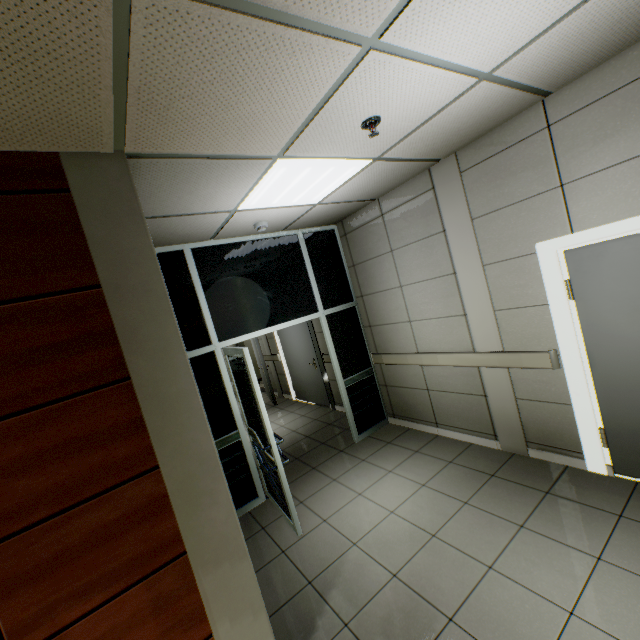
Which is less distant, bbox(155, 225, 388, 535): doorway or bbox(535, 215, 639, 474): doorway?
bbox(535, 215, 639, 474): doorway

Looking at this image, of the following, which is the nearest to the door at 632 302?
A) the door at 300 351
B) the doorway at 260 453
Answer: the doorway at 260 453

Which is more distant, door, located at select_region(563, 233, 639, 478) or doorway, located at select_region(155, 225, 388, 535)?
doorway, located at select_region(155, 225, 388, 535)

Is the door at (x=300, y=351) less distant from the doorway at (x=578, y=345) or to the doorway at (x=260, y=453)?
the doorway at (x=260, y=453)

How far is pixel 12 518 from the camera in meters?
1.4

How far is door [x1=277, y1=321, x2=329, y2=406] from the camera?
6.6 meters

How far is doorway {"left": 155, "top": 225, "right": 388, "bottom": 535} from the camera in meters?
3.6

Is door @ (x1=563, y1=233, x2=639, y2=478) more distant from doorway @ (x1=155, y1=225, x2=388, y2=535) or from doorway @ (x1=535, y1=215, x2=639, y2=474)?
doorway @ (x1=155, y1=225, x2=388, y2=535)
